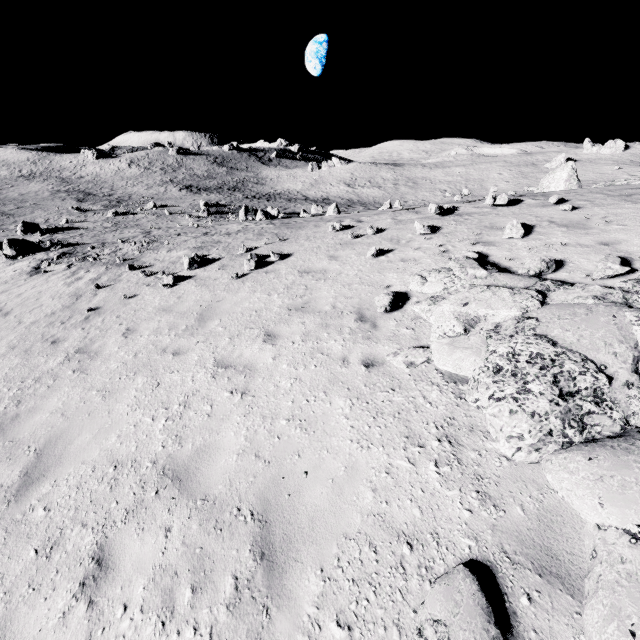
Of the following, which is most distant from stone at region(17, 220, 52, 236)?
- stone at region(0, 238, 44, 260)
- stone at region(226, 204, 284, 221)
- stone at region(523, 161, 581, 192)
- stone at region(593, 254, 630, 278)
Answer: stone at region(523, 161, 581, 192)

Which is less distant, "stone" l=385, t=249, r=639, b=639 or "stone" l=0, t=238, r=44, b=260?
"stone" l=385, t=249, r=639, b=639

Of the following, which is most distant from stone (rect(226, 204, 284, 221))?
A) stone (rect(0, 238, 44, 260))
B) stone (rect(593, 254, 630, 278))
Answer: stone (rect(593, 254, 630, 278))

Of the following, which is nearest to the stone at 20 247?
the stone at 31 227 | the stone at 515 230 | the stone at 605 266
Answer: the stone at 31 227

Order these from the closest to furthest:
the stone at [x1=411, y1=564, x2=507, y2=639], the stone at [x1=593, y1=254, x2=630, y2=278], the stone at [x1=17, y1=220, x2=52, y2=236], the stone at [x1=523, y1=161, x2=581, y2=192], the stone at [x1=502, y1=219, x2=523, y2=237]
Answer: the stone at [x1=411, y1=564, x2=507, y2=639], the stone at [x1=593, y1=254, x2=630, y2=278], the stone at [x1=502, y1=219, x2=523, y2=237], the stone at [x1=523, y1=161, x2=581, y2=192], the stone at [x1=17, y1=220, x2=52, y2=236]

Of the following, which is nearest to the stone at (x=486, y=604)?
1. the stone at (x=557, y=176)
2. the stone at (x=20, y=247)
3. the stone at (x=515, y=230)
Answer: the stone at (x=515, y=230)

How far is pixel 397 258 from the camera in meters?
8.7 m
